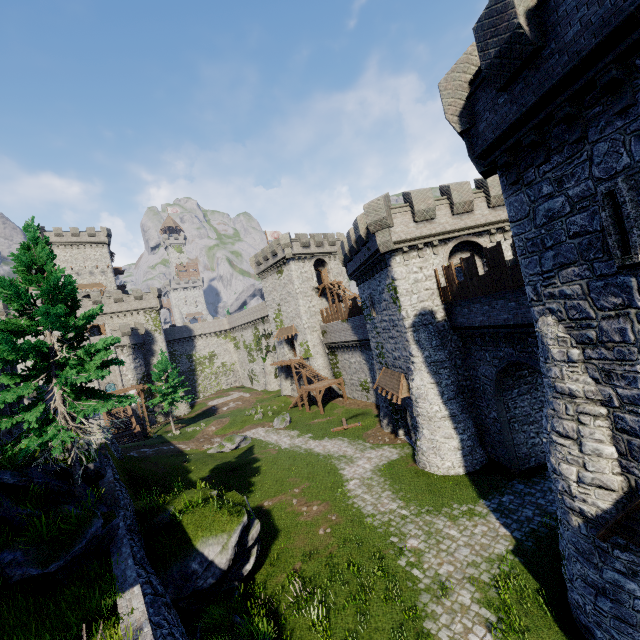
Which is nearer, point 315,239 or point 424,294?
point 424,294

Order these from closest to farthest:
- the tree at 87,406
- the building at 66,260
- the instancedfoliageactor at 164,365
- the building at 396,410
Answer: the tree at 87,406
the building at 396,410
the instancedfoliageactor at 164,365
the building at 66,260

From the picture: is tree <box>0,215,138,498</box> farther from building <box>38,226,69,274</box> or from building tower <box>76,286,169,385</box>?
building <box>38,226,69,274</box>

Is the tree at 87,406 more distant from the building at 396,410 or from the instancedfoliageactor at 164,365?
the instancedfoliageactor at 164,365

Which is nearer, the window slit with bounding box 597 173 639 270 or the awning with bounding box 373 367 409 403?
the window slit with bounding box 597 173 639 270

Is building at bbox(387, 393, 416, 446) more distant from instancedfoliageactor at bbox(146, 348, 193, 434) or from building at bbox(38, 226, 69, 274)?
building at bbox(38, 226, 69, 274)

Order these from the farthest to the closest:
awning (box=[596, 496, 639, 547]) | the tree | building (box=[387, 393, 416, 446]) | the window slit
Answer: building (box=[387, 393, 416, 446])
the tree
awning (box=[596, 496, 639, 547])
the window slit

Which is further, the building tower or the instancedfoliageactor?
the building tower
